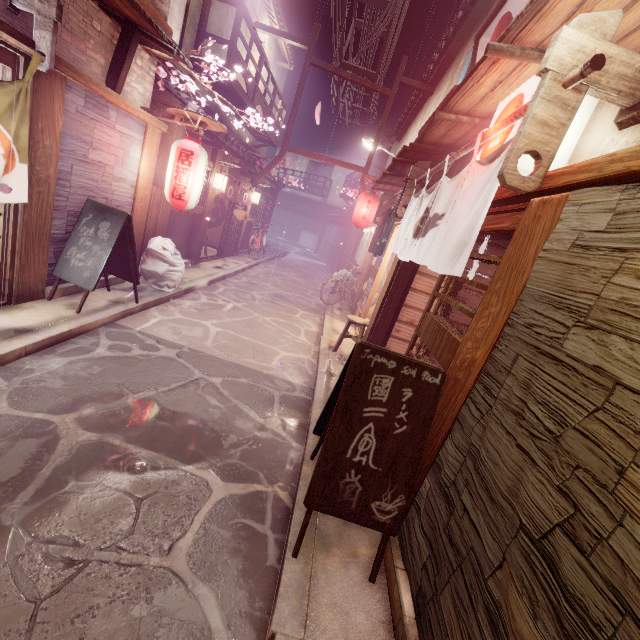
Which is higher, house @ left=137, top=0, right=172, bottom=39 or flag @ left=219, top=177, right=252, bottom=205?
house @ left=137, top=0, right=172, bottom=39

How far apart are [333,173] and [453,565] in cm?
5632

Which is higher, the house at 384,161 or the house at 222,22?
the house at 384,161

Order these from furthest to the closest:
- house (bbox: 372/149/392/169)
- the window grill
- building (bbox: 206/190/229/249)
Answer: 1. house (bbox: 372/149/392/169)
2. the window grill
3. building (bbox: 206/190/229/249)

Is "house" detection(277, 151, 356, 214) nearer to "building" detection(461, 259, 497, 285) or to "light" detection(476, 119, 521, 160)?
"building" detection(461, 259, 497, 285)

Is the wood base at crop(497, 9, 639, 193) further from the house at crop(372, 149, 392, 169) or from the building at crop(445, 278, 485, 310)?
the house at crop(372, 149, 392, 169)

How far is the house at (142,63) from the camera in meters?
9.2

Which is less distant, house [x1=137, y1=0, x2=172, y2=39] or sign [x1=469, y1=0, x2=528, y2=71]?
sign [x1=469, y1=0, x2=528, y2=71]
